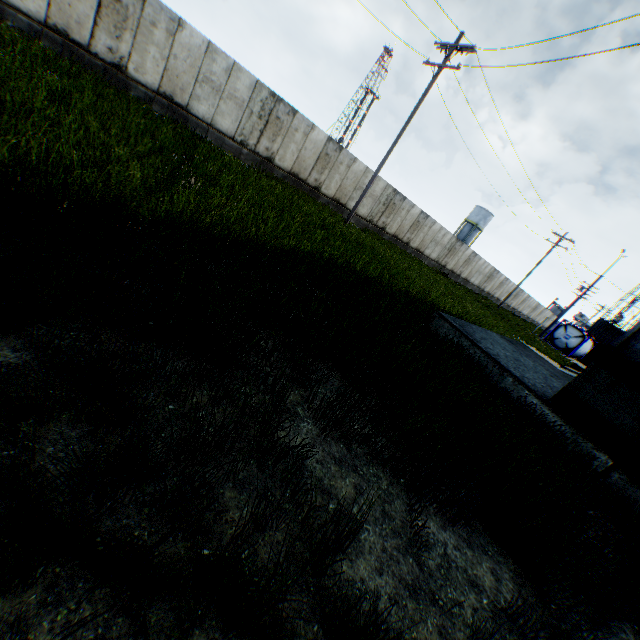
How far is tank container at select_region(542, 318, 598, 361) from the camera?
33.0m

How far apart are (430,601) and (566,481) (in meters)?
4.16

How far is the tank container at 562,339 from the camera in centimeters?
3303cm

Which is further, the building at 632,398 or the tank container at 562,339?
the tank container at 562,339

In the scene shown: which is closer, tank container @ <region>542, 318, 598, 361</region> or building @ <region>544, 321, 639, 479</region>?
building @ <region>544, 321, 639, 479</region>
